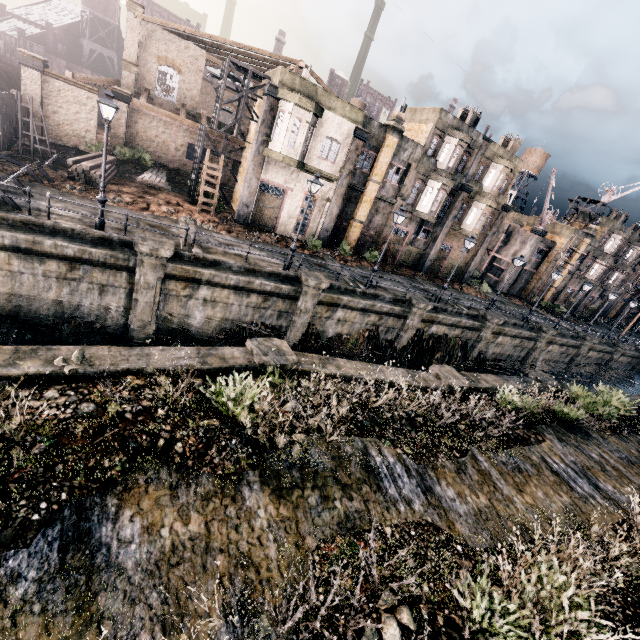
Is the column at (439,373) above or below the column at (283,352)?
above

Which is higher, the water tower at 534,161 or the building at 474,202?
the water tower at 534,161

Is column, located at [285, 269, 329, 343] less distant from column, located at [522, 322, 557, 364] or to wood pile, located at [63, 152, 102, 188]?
wood pile, located at [63, 152, 102, 188]

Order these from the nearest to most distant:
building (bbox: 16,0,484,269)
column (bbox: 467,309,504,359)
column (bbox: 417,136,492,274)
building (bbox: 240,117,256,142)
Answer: building (bbox: 16,0,484,269) < building (bbox: 240,117,256,142) < column (bbox: 467,309,504,359) < column (bbox: 417,136,492,274)

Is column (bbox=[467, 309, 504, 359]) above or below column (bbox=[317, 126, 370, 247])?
below

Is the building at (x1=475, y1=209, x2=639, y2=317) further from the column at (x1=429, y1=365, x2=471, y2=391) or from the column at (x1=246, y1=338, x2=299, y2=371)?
the column at (x1=246, y1=338, x2=299, y2=371)

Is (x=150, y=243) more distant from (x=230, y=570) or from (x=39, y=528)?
(x=230, y=570)

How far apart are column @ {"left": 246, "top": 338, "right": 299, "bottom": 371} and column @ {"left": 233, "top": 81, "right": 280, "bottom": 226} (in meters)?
15.81
